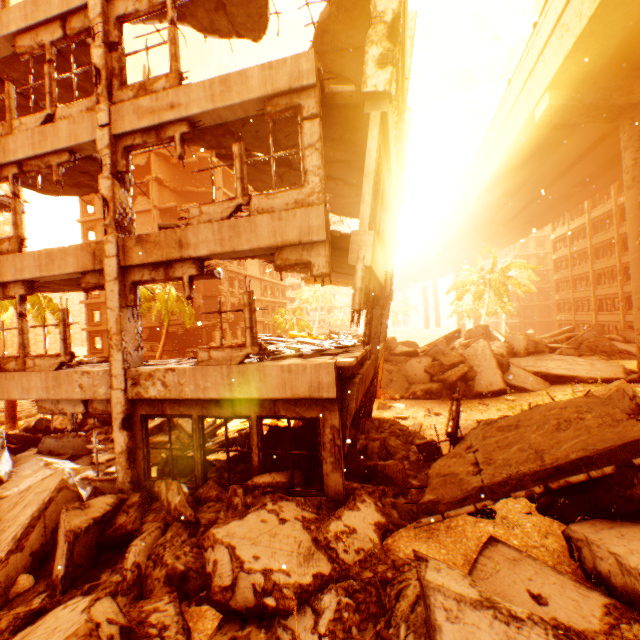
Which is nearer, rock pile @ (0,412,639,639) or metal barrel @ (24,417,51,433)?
rock pile @ (0,412,639,639)

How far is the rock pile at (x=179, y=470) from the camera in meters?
7.8 m

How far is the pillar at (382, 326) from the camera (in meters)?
10.86

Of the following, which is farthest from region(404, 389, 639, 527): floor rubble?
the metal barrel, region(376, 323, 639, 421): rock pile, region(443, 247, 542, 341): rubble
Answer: the metal barrel

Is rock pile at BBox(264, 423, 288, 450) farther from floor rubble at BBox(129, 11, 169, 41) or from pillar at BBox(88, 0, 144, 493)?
floor rubble at BBox(129, 11, 169, 41)

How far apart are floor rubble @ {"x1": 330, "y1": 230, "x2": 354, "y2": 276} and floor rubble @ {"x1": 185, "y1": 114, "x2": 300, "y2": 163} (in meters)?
2.52

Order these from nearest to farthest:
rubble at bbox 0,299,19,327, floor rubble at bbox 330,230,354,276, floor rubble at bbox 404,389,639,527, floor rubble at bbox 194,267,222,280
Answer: → floor rubble at bbox 404,389,639,527 < floor rubble at bbox 330,230,354,276 < floor rubble at bbox 194,267,222,280 < rubble at bbox 0,299,19,327

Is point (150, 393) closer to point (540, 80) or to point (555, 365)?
point (555, 365)
